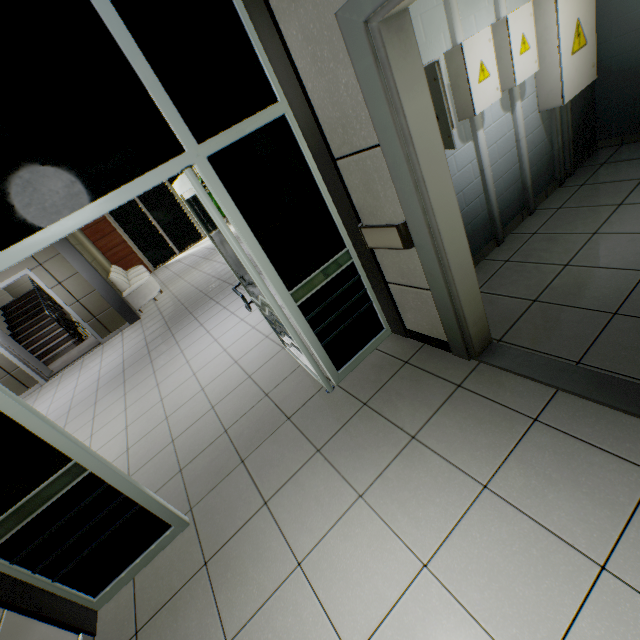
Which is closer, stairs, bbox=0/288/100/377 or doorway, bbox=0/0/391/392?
doorway, bbox=0/0/391/392

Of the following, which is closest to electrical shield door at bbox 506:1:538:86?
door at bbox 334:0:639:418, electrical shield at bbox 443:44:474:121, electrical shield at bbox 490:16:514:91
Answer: electrical shield at bbox 490:16:514:91

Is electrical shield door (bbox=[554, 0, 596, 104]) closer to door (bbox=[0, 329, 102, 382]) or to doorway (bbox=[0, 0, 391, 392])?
doorway (bbox=[0, 0, 391, 392])

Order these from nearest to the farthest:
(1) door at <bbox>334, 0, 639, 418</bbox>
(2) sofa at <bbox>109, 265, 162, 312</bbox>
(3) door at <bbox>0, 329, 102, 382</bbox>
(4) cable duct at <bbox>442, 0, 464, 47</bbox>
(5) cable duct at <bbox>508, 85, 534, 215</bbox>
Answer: (1) door at <bbox>334, 0, 639, 418</bbox>
(4) cable duct at <bbox>442, 0, 464, 47</bbox>
(5) cable duct at <bbox>508, 85, 534, 215</bbox>
(3) door at <bbox>0, 329, 102, 382</bbox>
(2) sofa at <bbox>109, 265, 162, 312</bbox>

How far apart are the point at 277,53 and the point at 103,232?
13.4 meters

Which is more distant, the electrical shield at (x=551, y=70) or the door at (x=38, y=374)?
the door at (x=38, y=374)

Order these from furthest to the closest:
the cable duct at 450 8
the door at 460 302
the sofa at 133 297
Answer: the sofa at 133 297
the cable duct at 450 8
the door at 460 302

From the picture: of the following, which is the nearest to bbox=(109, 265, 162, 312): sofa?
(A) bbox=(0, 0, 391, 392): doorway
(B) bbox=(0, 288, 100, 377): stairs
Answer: (B) bbox=(0, 288, 100, 377): stairs
